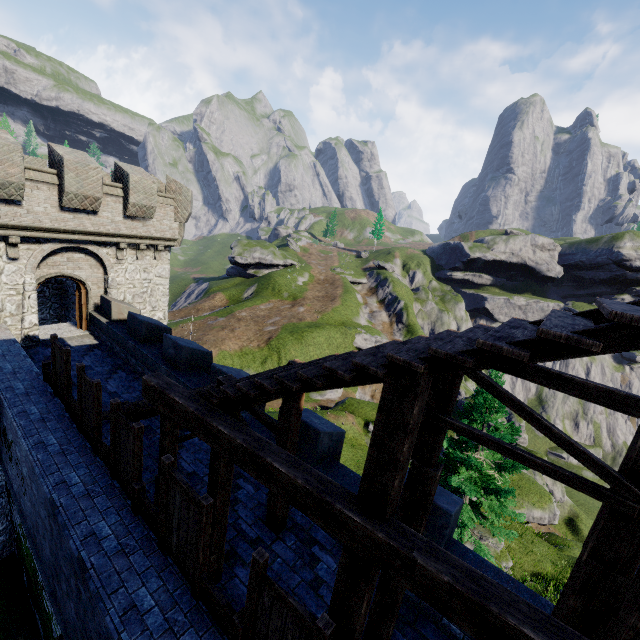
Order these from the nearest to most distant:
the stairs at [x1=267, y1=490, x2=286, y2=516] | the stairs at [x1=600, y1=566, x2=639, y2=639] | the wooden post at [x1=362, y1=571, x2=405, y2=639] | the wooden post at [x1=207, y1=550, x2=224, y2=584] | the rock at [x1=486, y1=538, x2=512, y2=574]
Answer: the stairs at [x1=600, y1=566, x2=639, y2=639], the wooden post at [x1=362, y1=571, x2=405, y2=639], the wooden post at [x1=207, y1=550, x2=224, y2=584], the stairs at [x1=267, y1=490, x2=286, y2=516], the rock at [x1=486, y1=538, x2=512, y2=574]

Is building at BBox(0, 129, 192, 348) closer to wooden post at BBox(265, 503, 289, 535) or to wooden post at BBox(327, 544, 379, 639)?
wooden post at BBox(265, 503, 289, 535)

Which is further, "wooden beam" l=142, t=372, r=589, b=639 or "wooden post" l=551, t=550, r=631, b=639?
"wooden post" l=551, t=550, r=631, b=639

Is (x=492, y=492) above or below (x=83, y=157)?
below

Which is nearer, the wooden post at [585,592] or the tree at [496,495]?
the wooden post at [585,592]

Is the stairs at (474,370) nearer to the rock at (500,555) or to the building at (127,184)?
the building at (127,184)

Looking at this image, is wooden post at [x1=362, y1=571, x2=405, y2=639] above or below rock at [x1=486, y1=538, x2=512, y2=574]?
above

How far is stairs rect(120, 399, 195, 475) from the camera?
6.5 meters
